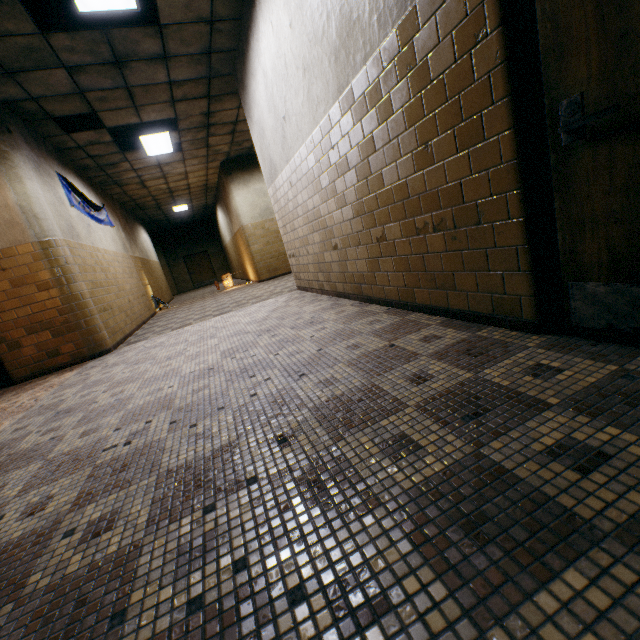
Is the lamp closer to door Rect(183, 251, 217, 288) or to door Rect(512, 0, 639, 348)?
door Rect(512, 0, 639, 348)

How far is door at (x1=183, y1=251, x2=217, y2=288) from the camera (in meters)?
21.27

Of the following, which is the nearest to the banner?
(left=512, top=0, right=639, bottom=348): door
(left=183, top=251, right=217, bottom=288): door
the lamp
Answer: the lamp

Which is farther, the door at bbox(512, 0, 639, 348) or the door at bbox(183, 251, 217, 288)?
the door at bbox(183, 251, 217, 288)

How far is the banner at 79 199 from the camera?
6.2m

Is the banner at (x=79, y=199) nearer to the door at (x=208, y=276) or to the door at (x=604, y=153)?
the door at (x=604, y=153)

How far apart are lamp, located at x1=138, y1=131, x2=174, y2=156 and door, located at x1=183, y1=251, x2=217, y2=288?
13.6m

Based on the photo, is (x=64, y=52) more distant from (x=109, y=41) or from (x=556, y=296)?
(x=556, y=296)
